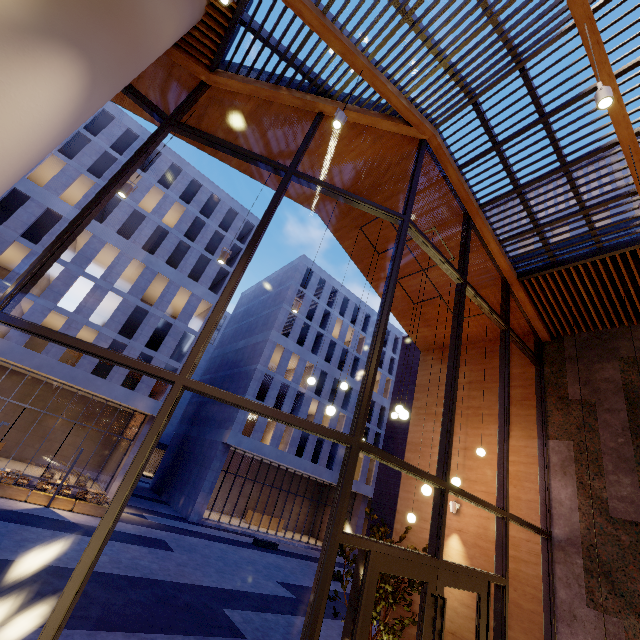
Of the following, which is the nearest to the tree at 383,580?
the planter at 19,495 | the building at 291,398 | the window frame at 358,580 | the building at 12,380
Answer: the window frame at 358,580

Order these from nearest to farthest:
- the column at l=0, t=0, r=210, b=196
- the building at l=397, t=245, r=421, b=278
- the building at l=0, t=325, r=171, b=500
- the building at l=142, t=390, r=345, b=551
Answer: the column at l=0, t=0, r=210, b=196 < the building at l=397, t=245, r=421, b=278 < the building at l=0, t=325, r=171, b=500 < the building at l=142, t=390, r=345, b=551

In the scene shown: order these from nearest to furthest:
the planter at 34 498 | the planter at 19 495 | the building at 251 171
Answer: the building at 251 171 < the planter at 19 495 < the planter at 34 498

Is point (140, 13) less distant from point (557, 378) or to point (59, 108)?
point (59, 108)

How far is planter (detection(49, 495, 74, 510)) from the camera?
16.5 meters

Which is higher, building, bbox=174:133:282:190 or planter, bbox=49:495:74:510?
building, bbox=174:133:282:190

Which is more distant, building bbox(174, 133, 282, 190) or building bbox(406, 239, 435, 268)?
building bbox(406, 239, 435, 268)
